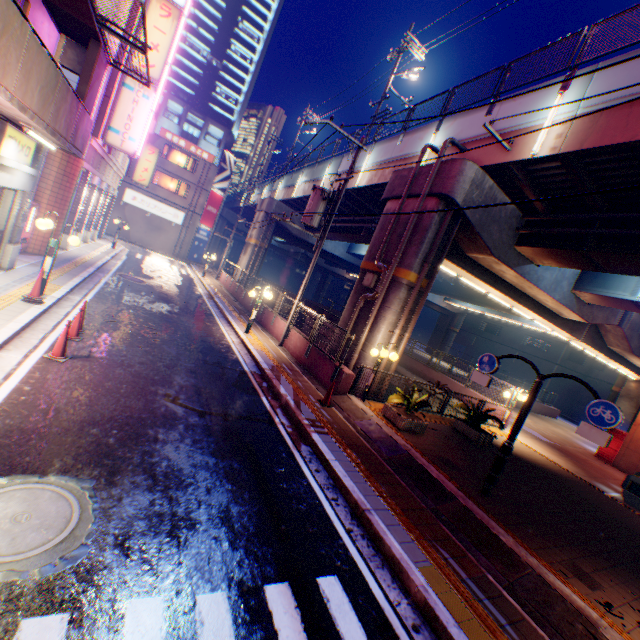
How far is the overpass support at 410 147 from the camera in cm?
1434

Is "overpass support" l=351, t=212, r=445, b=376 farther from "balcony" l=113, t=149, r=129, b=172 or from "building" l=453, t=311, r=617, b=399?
"balcony" l=113, t=149, r=129, b=172

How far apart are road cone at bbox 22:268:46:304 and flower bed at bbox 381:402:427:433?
10.3m

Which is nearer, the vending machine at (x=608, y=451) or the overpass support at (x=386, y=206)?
the overpass support at (x=386, y=206)

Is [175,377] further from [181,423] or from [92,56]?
[92,56]

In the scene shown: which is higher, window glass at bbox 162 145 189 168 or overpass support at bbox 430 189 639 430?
→ window glass at bbox 162 145 189 168

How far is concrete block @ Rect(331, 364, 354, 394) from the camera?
10.79m

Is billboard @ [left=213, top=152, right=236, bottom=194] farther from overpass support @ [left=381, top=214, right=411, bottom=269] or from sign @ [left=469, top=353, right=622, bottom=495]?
sign @ [left=469, top=353, right=622, bottom=495]
